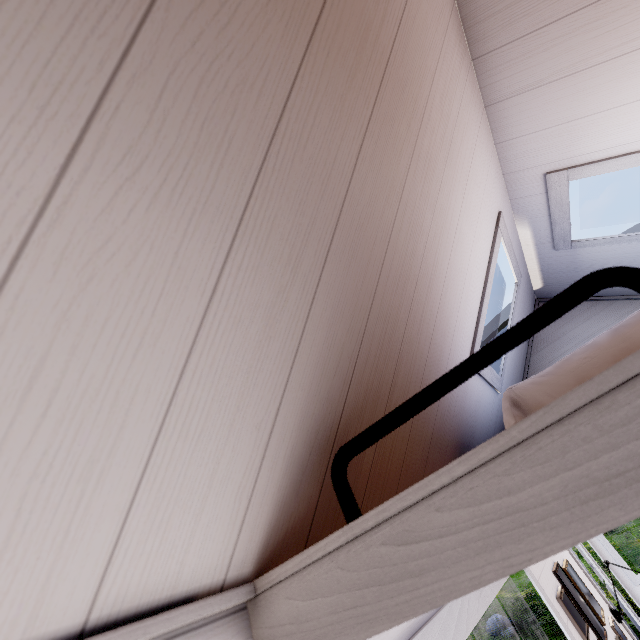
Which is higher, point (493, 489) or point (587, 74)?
point (587, 74)

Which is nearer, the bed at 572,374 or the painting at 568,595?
the bed at 572,374

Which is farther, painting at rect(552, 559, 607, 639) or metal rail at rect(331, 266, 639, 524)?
painting at rect(552, 559, 607, 639)

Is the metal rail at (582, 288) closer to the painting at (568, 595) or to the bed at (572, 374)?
the bed at (572, 374)

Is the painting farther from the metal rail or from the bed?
the metal rail

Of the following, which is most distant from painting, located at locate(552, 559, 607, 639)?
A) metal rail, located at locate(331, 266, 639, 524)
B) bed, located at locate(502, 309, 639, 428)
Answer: metal rail, located at locate(331, 266, 639, 524)

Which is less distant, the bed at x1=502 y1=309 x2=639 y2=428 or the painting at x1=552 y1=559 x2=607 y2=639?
the bed at x1=502 y1=309 x2=639 y2=428
